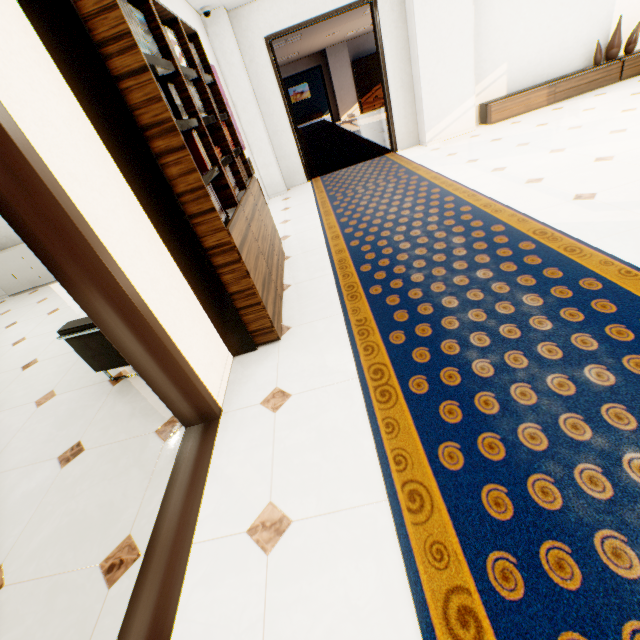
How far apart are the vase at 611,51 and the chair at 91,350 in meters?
8.6 m

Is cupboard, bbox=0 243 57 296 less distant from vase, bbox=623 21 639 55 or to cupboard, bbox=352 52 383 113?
vase, bbox=623 21 639 55

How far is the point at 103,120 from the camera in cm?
164

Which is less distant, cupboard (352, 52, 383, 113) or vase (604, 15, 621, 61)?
vase (604, 15, 621, 61)

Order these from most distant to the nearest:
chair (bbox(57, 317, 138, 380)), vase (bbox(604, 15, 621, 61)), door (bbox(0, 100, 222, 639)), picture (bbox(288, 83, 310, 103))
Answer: picture (bbox(288, 83, 310, 103)) < vase (bbox(604, 15, 621, 61)) < chair (bbox(57, 317, 138, 380)) < door (bbox(0, 100, 222, 639))

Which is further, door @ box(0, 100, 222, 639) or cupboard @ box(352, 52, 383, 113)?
cupboard @ box(352, 52, 383, 113)

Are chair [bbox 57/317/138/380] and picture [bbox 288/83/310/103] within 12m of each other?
no

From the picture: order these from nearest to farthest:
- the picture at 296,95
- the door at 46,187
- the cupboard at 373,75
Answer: the door at 46,187 < the cupboard at 373,75 < the picture at 296,95
